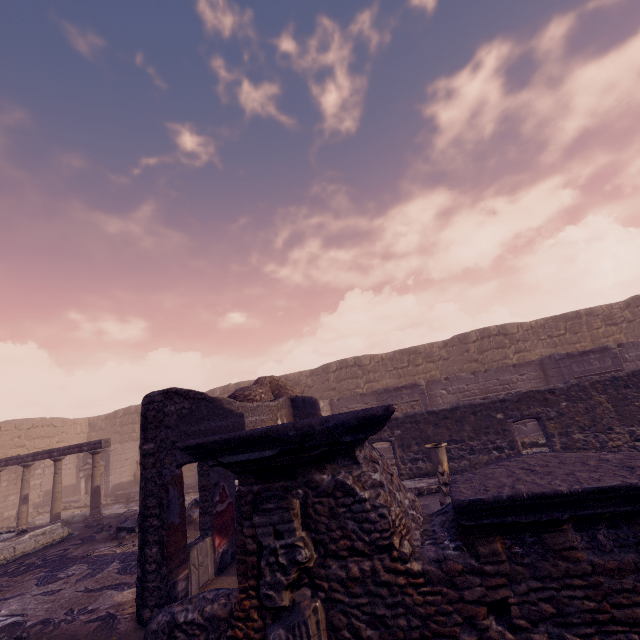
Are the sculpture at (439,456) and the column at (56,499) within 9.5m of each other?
no

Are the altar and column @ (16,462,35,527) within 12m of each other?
yes

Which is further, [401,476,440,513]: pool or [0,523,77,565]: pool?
[0,523,77,565]: pool

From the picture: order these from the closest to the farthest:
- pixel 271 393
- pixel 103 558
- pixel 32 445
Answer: pixel 103 558, pixel 271 393, pixel 32 445

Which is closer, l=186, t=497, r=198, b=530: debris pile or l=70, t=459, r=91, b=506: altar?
l=186, t=497, r=198, b=530: debris pile

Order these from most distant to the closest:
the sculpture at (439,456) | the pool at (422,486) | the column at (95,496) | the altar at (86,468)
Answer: the altar at (86,468), the column at (95,496), the pool at (422,486), the sculpture at (439,456)

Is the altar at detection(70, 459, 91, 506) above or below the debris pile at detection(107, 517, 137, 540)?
above

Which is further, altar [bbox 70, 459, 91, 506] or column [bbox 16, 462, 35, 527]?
altar [bbox 70, 459, 91, 506]
